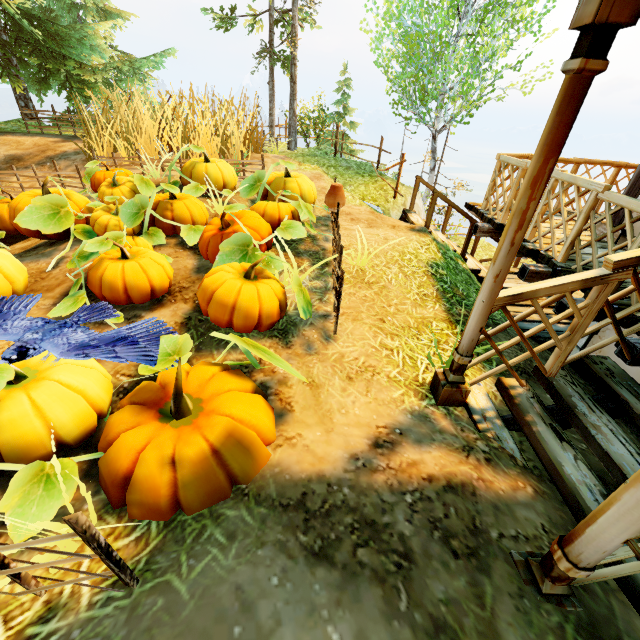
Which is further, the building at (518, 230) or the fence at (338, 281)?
the fence at (338, 281)

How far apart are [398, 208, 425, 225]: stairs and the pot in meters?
2.6

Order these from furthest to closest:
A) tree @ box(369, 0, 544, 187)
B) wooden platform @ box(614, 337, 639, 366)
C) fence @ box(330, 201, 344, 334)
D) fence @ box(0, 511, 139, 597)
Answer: tree @ box(369, 0, 544, 187), fence @ box(330, 201, 344, 334), wooden platform @ box(614, 337, 639, 366), fence @ box(0, 511, 139, 597)

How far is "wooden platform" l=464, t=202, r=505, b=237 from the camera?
5.7m

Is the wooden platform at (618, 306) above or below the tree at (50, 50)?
below

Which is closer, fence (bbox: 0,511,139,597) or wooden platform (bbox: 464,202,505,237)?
fence (bbox: 0,511,139,597)

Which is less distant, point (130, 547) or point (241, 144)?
point (130, 547)

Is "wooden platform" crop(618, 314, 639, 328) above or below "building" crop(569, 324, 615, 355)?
above
